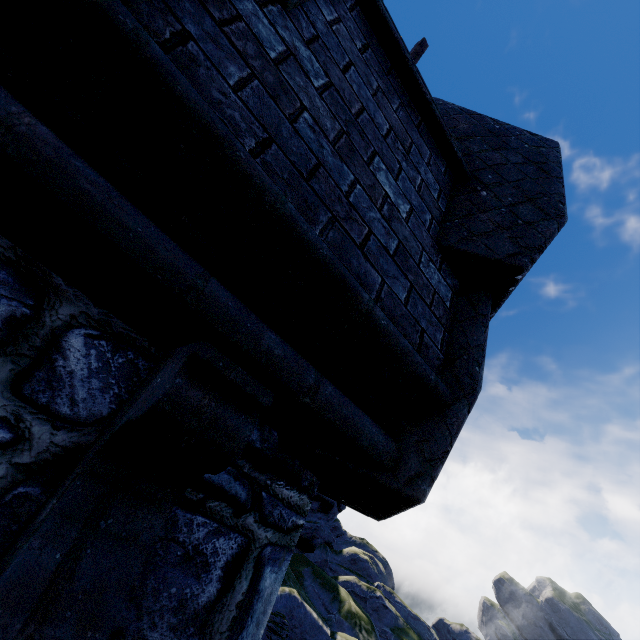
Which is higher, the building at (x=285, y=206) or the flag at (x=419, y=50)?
the flag at (x=419, y=50)

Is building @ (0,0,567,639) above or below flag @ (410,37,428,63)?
below

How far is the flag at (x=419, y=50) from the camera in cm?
531

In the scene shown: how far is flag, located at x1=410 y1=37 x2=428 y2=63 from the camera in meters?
5.3

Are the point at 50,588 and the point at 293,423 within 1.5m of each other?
yes

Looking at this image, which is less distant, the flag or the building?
the building
